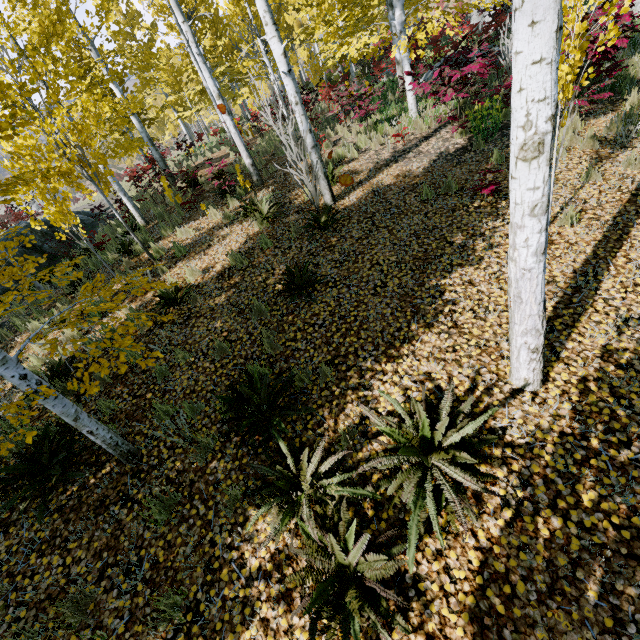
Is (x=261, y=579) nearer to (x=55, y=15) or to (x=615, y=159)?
(x=615, y=159)

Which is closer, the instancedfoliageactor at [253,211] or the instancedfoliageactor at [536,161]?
the instancedfoliageactor at [536,161]

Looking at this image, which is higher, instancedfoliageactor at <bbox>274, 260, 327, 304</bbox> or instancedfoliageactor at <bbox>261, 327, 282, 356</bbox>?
instancedfoliageactor at <bbox>274, 260, 327, 304</bbox>

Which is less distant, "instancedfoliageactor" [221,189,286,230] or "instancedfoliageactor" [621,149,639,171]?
"instancedfoliageactor" [621,149,639,171]

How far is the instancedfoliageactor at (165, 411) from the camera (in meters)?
3.71

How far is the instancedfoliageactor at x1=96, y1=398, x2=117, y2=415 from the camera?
4.5 meters

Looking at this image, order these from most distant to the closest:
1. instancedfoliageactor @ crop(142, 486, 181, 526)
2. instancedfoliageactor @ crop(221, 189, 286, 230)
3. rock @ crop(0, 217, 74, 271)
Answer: rock @ crop(0, 217, 74, 271), instancedfoliageactor @ crop(221, 189, 286, 230), instancedfoliageactor @ crop(142, 486, 181, 526)
